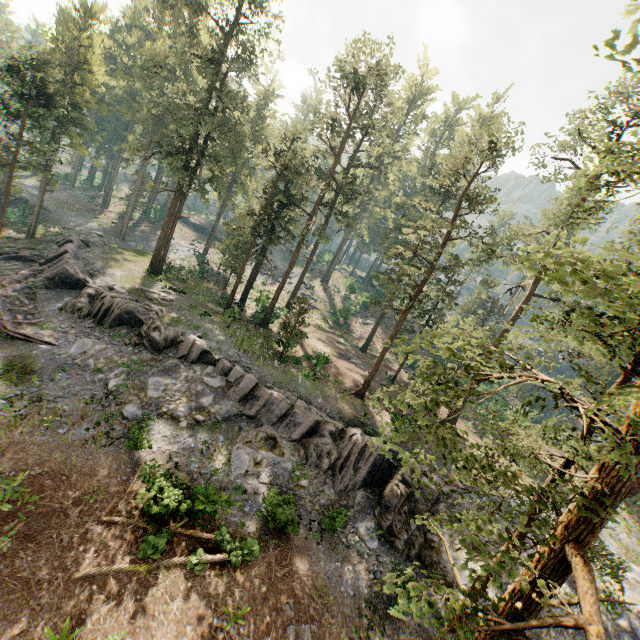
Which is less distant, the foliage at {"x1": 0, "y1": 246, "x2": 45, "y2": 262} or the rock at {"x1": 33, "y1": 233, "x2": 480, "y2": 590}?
the rock at {"x1": 33, "y1": 233, "x2": 480, "y2": 590}

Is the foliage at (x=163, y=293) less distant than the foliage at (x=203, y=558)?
No

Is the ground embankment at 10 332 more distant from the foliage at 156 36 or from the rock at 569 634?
the foliage at 156 36

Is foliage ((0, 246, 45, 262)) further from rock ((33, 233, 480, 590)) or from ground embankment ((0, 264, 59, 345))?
ground embankment ((0, 264, 59, 345))

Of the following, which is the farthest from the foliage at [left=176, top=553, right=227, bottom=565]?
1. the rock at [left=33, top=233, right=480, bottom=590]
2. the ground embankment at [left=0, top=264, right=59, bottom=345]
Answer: the ground embankment at [left=0, top=264, right=59, bottom=345]

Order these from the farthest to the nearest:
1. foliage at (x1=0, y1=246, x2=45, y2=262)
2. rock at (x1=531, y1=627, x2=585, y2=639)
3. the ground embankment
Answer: foliage at (x1=0, y1=246, x2=45, y2=262), the ground embankment, rock at (x1=531, y1=627, x2=585, y2=639)

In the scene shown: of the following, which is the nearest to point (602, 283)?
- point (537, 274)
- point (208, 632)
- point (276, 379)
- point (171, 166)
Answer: point (537, 274)

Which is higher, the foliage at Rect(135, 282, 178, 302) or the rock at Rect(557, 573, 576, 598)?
the foliage at Rect(135, 282, 178, 302)
